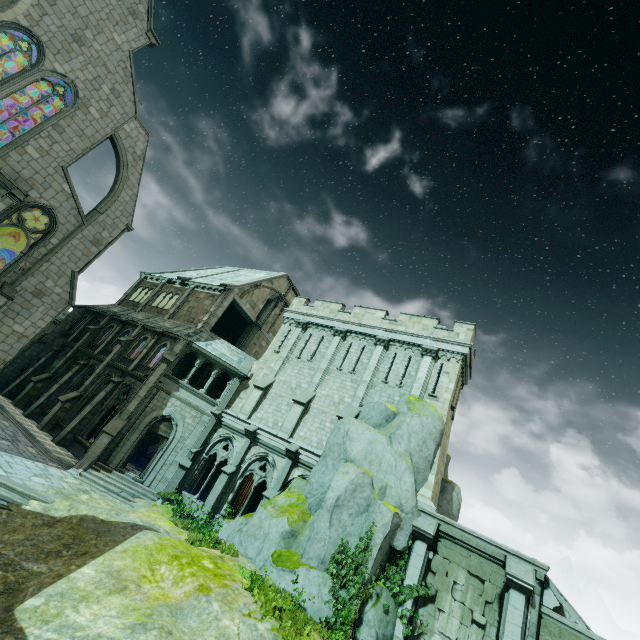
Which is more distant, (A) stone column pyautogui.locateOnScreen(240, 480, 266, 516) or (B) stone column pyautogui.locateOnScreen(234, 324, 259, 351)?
(B) stone column pyautogui.locateOnScreen(234, 324, 259, 351)

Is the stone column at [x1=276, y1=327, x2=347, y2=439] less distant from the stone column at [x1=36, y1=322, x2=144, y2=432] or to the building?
the stone column at [x1=36, y1=322, x2=144, y2=432]

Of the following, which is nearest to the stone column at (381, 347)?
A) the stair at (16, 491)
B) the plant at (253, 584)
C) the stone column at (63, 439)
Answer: the plant at (253, 584)

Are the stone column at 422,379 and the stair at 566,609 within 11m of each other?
yes

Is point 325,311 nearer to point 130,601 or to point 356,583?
point 356,583

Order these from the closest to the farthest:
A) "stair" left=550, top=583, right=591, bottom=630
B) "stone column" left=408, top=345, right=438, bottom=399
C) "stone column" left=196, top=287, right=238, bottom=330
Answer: "stair" left=550, top=583, right=591, bottom=630, "stone column" left=408, top=345, right=438, bottom=399, "stone column" left=196, top=287, right=238, bottom=330

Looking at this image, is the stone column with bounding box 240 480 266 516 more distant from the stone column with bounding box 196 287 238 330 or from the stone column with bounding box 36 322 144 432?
the stone column with bounding box 36 322 144 432

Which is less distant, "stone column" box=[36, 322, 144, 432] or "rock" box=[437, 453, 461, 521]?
"rock" box=[437, 453, 461, 521]
